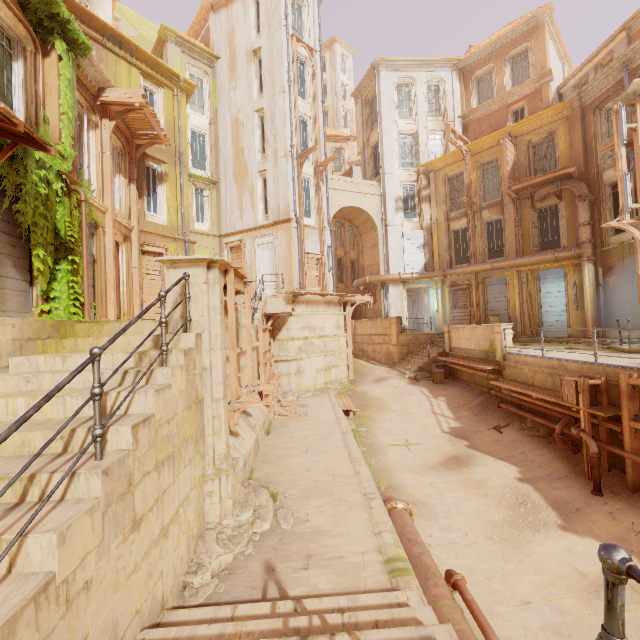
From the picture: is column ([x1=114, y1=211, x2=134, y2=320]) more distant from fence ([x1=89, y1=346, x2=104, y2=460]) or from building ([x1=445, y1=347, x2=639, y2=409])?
fence ([x1=89, y1=346, x2=104, y2=460])

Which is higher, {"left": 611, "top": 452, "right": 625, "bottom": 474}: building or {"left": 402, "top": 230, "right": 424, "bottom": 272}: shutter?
{"left": 402, "top": 230, "right": 424, "bottom": 272}: shutter

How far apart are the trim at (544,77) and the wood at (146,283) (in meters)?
24.43

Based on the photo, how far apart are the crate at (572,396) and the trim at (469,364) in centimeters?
1cm

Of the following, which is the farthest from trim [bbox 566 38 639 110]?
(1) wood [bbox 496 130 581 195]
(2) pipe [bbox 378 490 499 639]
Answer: (2) pipe [bbox 378 490 499 639]

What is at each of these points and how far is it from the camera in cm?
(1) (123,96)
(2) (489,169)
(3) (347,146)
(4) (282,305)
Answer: (1) wood, 1169
(2) window, 2122
(3) window, 3847
(4) building, 1585

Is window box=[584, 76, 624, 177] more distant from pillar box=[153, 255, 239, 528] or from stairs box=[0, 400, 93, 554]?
stairs box=[0, 400, 93, 554]

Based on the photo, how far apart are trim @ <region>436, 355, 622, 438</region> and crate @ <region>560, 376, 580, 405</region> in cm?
1
